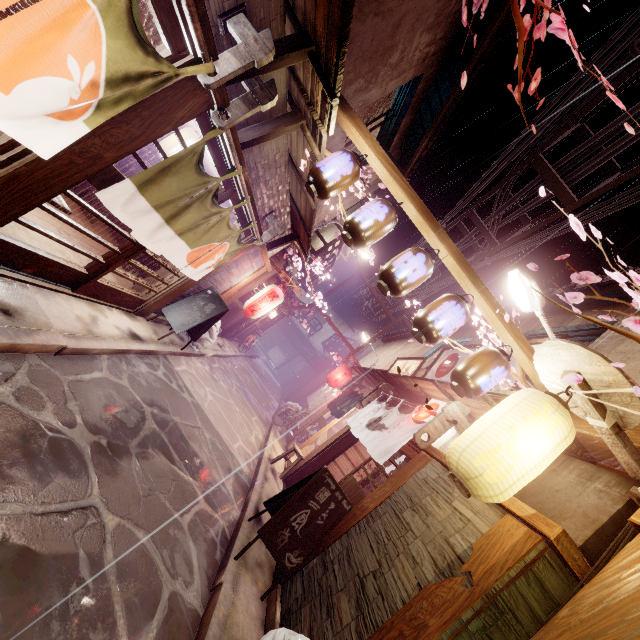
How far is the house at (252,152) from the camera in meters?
8.6

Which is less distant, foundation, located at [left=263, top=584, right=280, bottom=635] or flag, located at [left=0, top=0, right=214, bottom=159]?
flag, located at [left=0, top=0, right=214, bottom=159]

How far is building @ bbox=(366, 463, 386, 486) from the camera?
15.33m

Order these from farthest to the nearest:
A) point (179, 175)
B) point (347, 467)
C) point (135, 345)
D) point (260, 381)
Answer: point (260, 381), point (347, 467), point (135, 345), point (179, 175)

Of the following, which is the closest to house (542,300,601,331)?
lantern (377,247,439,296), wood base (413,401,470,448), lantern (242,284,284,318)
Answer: wood base (413,401,470,448)

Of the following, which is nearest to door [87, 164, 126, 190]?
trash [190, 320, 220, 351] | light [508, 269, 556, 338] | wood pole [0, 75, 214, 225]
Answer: wood pole [0, 75, 214, 225]

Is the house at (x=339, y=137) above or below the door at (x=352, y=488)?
above

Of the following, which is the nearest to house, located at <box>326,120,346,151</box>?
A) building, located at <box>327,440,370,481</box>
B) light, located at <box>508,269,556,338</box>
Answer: light, located at <box>508,269,556,338</box>
